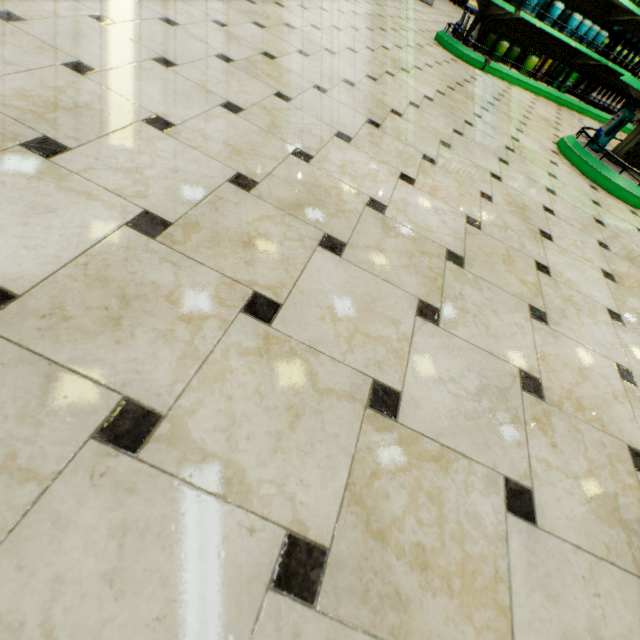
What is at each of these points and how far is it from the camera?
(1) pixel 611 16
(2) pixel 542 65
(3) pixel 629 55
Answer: (1) shelf, 5.2 meters
(2) aerosol can, 5.5 meters
(3) spray bottle, 5.5 meters

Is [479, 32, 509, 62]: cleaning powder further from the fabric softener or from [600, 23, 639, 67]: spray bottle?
the fabric softener

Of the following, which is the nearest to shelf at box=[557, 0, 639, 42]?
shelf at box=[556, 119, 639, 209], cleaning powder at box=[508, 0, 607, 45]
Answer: cleaning powder at box=[508, 0, 607, 45]

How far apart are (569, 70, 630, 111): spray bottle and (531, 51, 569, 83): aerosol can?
1.22m

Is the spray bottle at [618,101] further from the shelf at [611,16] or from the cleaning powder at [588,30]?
the cleaning powder at [588,30]

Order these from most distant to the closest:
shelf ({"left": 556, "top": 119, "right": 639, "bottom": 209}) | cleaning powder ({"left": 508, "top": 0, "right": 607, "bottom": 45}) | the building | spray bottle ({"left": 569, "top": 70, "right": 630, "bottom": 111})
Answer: spray bottle ({"left": 569, "top": 70, "right": 630, "bottom": 111}), cleaning powder ({"left": 508, "top": 0, "right": 607, "bottom": 45}), shelf ({"left": 556, "top": 119, "right": 639, "bottom": 209}), the building

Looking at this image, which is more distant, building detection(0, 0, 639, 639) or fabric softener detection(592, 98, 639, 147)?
fabric softener detection(592, 98, 639, 147)

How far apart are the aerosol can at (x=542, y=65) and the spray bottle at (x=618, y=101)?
1.22m
